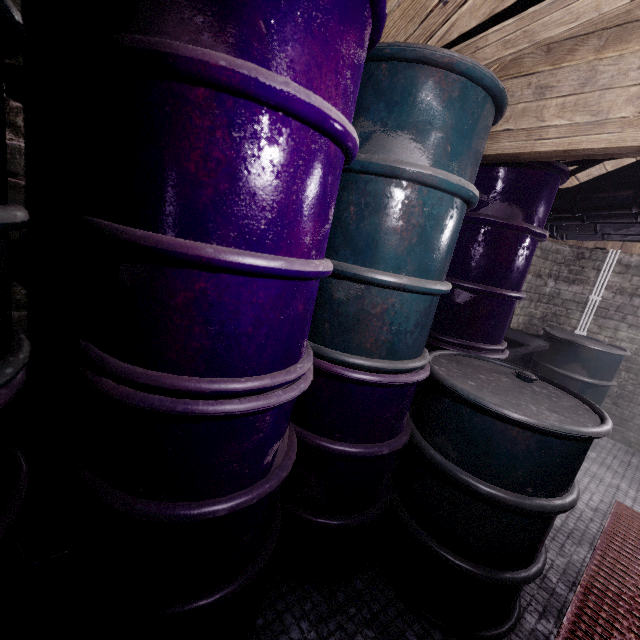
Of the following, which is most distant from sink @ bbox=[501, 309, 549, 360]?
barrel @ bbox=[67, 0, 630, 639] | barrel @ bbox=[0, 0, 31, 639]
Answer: barrel @ bbox=[0, 0, 31, 639]

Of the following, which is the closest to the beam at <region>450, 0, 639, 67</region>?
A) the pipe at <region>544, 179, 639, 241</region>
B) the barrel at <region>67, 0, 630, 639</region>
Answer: the barrel at <region>67, 0, 630, 639</region>

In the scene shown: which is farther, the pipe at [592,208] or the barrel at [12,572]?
the pipe at [592,208]

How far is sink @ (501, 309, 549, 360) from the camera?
2.8m

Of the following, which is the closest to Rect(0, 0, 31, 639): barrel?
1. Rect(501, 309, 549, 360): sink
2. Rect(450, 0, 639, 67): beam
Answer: Rect(450, 0, 639, 67): beam

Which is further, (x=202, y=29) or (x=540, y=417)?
(x=540, y=417)

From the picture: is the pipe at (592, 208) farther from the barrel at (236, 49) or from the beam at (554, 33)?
the beam at (554, 33)

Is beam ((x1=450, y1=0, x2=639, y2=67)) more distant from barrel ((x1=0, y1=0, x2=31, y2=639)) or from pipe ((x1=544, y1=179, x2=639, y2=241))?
pipe ((x1=544, y1=179, x2=639, y2=241))
